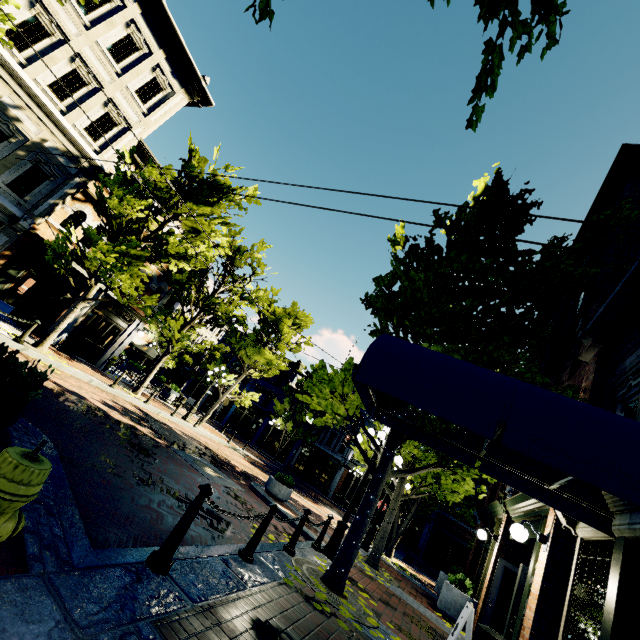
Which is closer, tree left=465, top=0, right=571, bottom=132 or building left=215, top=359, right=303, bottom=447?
tree left=465, top=0, right=571, bottom=132

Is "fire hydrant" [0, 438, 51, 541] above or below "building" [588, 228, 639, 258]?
below

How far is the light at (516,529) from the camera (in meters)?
5.97

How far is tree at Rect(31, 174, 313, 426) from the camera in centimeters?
1148cm

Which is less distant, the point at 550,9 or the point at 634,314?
the point at 550,9

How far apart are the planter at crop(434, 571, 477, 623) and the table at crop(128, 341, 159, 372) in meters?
20.4

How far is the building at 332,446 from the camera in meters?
32.8

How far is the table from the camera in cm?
2066
